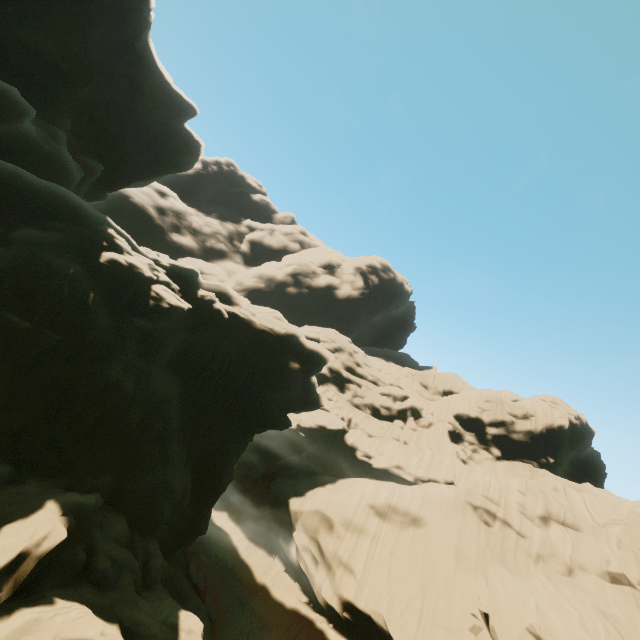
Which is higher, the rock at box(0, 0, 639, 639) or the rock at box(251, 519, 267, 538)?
the rock at box(0, 0, 639, 639)

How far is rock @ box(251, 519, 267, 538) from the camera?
29.9m

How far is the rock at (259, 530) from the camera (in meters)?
29.86

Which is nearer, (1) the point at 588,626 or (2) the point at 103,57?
(1) the point at 588,626

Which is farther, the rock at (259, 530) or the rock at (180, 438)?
the rock at (259, 530)

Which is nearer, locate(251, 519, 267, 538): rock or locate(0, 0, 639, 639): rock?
locate(0, 0, 639, 639): rock
